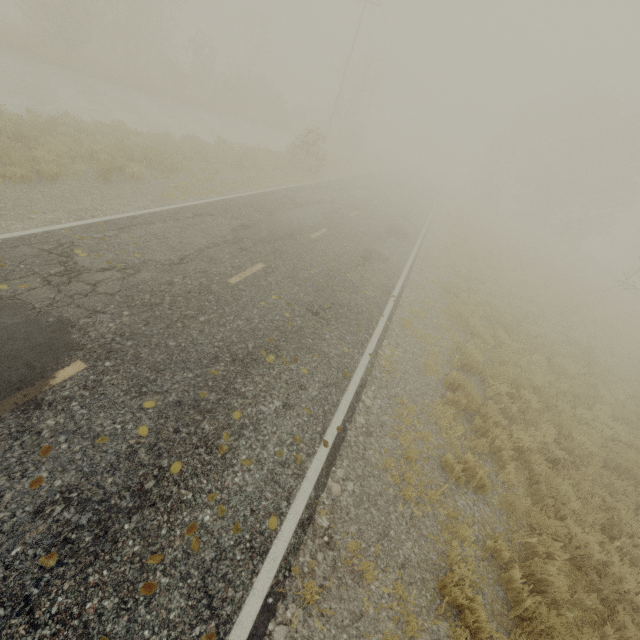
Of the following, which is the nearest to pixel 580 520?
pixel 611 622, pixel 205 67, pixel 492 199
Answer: pixel 611 622
